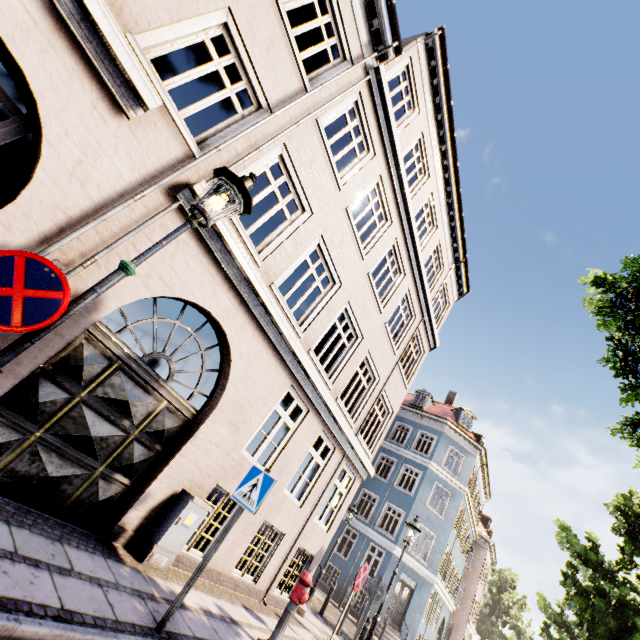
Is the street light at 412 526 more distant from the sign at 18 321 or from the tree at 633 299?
the sign at 18 321

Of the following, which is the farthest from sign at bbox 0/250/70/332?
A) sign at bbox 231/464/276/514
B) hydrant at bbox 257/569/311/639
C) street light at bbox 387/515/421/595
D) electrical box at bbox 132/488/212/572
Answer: street light at bbox 387/515/421/595

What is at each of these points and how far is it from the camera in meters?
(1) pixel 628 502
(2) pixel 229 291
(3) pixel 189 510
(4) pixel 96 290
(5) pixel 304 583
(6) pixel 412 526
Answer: (1) tree, 14.0
(2) building, 5.7
(3) electrical box, 5.3
(4) street light, 2.5
(5) hydrant, 5.7
(6) street light, 9.7

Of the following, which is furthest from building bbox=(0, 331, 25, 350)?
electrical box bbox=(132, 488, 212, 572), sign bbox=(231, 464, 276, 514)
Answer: sign bbox=(231, 464, 276, 514)

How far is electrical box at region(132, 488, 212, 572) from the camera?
5.0m

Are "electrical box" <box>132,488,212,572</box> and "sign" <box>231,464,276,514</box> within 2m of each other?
yes

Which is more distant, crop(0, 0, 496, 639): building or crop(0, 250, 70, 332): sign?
crop(0, 0, 496, 639): building

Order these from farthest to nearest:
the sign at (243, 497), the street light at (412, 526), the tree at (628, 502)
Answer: the tree at (628, 502) → the street light at (412, 526) → the sign at (243, 497)
